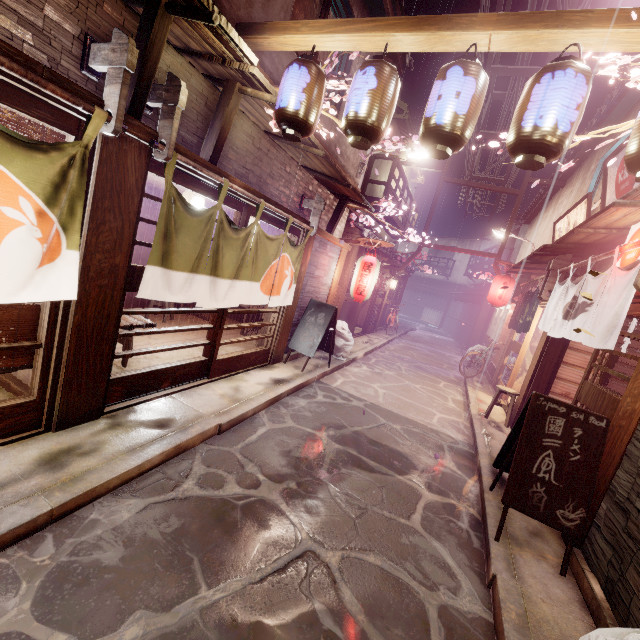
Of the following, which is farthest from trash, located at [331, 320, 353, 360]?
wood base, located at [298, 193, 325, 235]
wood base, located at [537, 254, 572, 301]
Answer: wood base, located at [537, 254, 572, 301]

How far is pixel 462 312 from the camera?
41.2 meters

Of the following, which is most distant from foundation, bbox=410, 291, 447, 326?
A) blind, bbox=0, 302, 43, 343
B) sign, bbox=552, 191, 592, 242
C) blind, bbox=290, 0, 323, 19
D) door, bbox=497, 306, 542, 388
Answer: blind, bbox=290, 0, 323, 19

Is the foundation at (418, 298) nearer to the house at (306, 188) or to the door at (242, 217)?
the door at (242, 217)

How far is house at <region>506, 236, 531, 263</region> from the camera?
25.9 meters

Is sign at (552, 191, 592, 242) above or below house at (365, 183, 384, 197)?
below

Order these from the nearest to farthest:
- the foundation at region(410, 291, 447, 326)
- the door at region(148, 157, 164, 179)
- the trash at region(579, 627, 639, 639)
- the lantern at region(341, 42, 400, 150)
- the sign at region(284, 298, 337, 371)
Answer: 1. the trash at region(579, 627, 639, 639)
2. the lantern at region(341, 42, 400, 150)
3. the door at region(148, 157, 164, 179)
4. the sign at region(284, 298, 337, 371)
5. the foundation at region(410, 291, 447, 326)

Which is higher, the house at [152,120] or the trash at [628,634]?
the house at [152,120]
